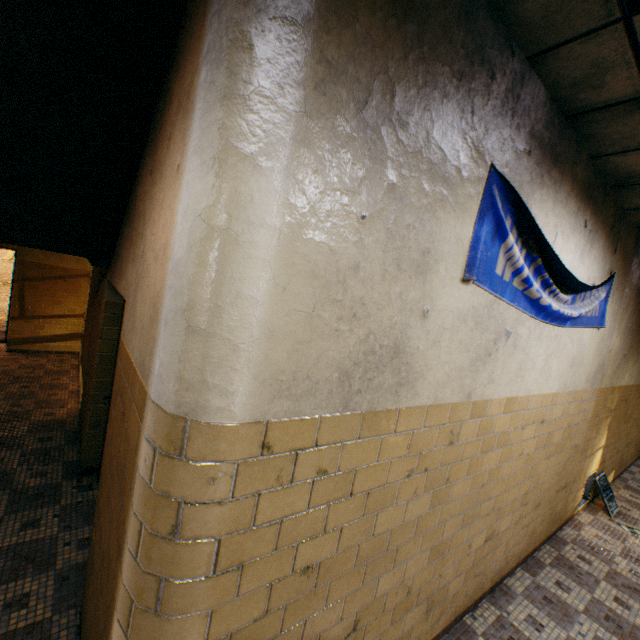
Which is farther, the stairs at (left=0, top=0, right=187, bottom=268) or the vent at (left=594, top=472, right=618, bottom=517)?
the vent at (left=594, top=472, right=618, bottom=517)

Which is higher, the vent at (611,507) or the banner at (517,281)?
the banner at (517,281)

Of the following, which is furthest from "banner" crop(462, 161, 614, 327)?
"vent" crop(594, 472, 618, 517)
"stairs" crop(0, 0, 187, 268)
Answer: "vent" crop(594, 472, 618, 517)

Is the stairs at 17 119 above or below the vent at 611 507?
above

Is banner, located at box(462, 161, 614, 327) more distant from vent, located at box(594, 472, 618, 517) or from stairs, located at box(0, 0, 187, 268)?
vent, located at box(594, 472, 618, 517)

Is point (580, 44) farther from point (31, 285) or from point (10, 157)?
point (31, 285)

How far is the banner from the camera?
1.8m

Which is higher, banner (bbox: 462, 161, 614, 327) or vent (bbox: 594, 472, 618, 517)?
banner (bbox: 462, 161, 614, 327)
